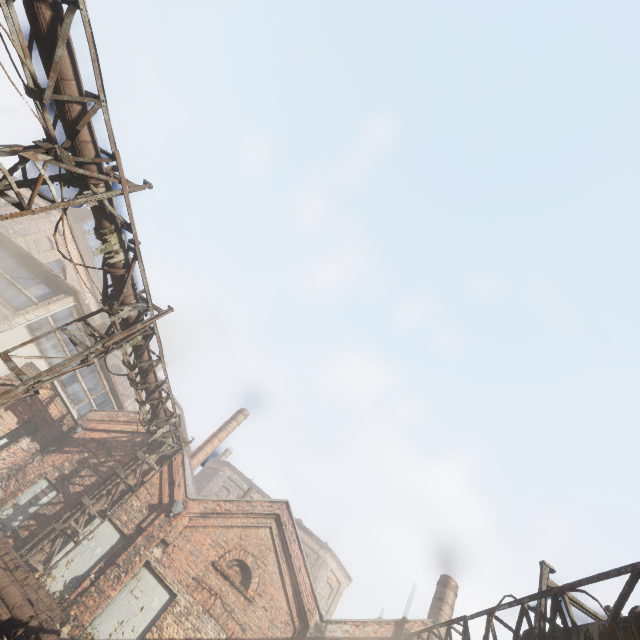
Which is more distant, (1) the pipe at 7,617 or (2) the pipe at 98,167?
(1) the pipe at 7,617

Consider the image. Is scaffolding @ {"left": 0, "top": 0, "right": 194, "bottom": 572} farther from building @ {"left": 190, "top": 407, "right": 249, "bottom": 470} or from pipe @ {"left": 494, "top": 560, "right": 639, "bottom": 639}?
building @ {"left": 190, "top": 407, "right": 249, "bottom": 470}

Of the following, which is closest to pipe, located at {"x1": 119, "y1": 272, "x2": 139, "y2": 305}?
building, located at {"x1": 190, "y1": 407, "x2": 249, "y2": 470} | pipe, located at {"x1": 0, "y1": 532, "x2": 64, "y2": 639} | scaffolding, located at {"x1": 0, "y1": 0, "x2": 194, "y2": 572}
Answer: scaffolding, located at {"x1": 0, "y1": 0, "x2": 194, "y2": 572}

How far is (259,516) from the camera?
13.70m

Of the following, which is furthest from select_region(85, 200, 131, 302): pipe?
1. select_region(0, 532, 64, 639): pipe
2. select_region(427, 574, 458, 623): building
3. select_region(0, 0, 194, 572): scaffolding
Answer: select_region(427, 574, 458, 623): building

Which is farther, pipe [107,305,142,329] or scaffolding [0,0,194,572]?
pipe [107,305,142,329]

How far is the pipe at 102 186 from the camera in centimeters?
679cm
